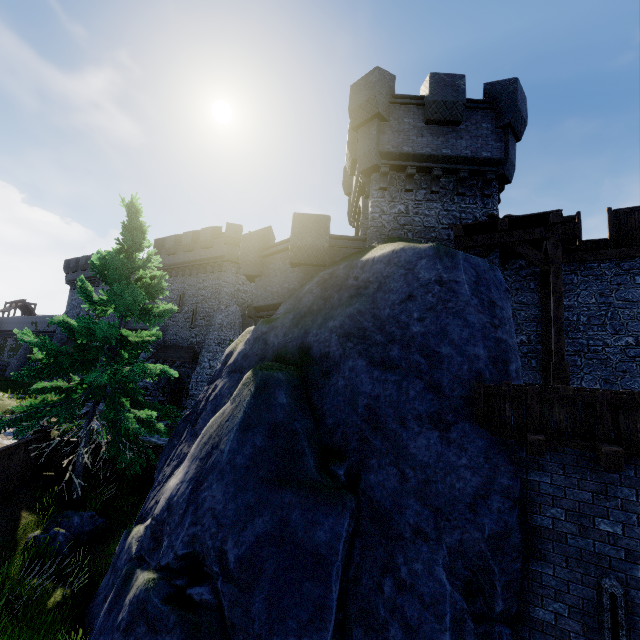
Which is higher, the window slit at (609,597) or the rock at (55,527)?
the window slit at (609,597)

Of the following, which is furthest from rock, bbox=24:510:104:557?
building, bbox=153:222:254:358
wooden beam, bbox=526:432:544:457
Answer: building, bbox=153:222:254:358

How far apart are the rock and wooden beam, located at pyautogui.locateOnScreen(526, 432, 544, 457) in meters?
11.7 m

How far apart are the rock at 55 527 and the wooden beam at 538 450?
11.7 meters

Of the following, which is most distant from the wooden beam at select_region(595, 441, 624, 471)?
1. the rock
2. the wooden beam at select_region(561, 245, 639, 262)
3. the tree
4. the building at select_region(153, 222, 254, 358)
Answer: the building at select_region(153, 222, 254, 358)

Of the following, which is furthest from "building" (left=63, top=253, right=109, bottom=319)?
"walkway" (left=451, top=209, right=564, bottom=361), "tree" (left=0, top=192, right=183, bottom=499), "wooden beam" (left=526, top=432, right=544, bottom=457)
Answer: "wooden beam" (left=526, top=432, right=544, bottom=457)

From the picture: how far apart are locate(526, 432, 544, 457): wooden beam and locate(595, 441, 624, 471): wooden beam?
0.8m

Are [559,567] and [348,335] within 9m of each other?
yes
